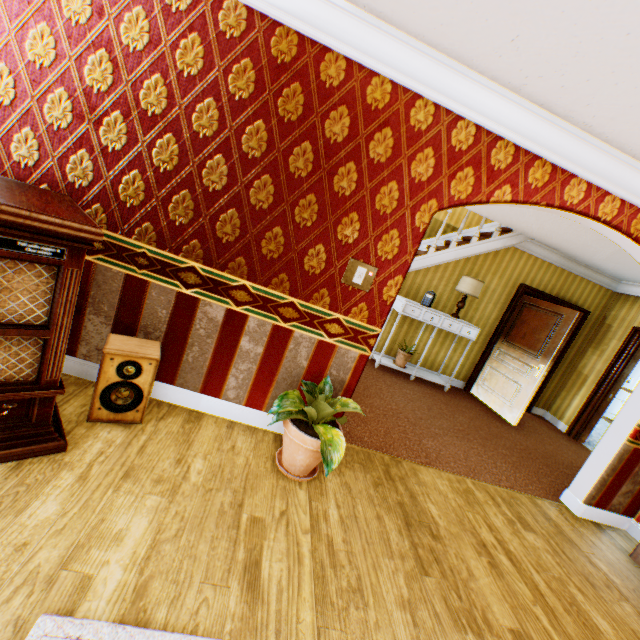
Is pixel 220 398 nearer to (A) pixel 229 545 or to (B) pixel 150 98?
(A) pixel 229 545

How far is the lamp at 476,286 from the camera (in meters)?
5.69

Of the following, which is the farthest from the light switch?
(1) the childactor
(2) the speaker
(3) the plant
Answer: (1) the childactor

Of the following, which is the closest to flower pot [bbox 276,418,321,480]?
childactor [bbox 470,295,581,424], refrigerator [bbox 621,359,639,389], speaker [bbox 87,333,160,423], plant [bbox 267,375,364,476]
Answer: plant [bbox 267,375,364,476]

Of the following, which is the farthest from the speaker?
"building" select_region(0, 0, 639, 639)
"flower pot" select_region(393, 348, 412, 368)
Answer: "flower pot" select_region(393, 348, 412, 368)

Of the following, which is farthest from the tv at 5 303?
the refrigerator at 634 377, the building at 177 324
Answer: the refrigerator at 634 377

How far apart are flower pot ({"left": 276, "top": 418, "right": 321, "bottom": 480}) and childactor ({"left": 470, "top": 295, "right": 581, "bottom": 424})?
4.68m

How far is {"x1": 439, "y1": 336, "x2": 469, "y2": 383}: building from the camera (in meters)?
6.52
